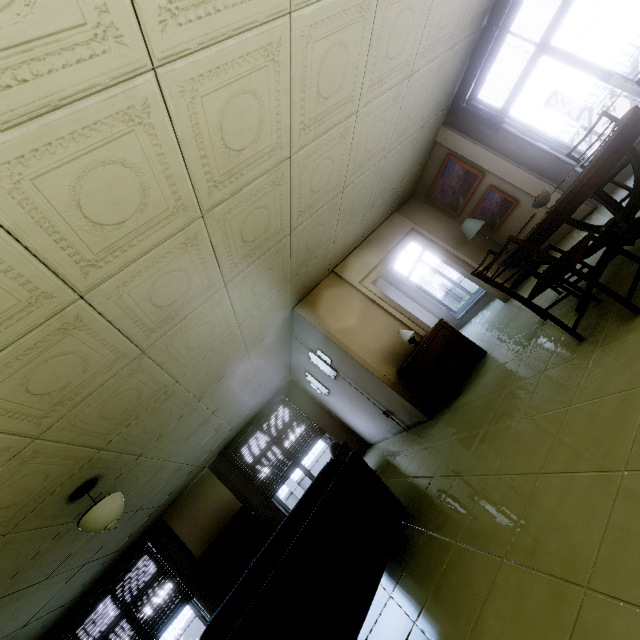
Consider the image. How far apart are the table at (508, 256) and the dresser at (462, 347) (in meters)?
1.56

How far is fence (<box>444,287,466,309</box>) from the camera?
17.9 meters

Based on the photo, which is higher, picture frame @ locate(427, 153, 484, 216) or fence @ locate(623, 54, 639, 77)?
picture frame @ locate(427, 153, 484, 216)

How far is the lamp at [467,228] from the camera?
5.8m

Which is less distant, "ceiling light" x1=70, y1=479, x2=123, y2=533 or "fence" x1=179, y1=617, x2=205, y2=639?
"ceiling light" x1=70, y1=479, x2=123, y2=533

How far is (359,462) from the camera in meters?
3.1 m

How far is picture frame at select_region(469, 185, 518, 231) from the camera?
5.7 meters

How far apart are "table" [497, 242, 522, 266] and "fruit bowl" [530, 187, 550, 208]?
0.5m
